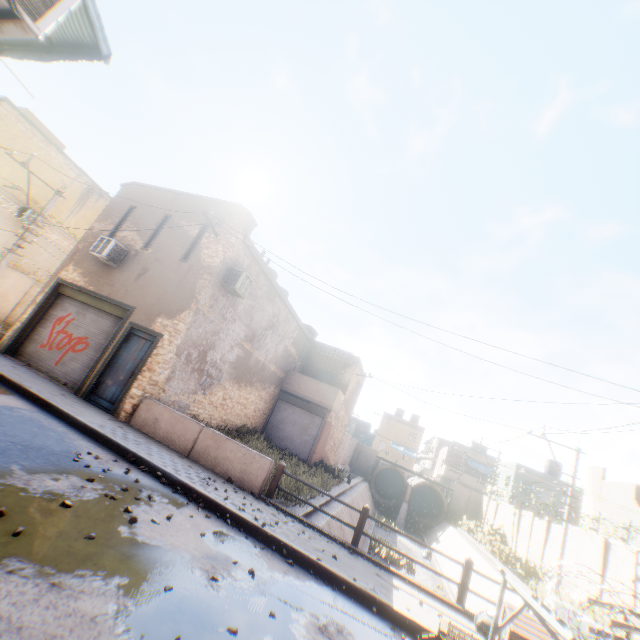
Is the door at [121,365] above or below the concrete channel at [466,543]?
above

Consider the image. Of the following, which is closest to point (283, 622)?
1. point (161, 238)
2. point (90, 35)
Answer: point (90, 35)

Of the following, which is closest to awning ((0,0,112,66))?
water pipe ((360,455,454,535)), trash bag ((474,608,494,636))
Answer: trash bag ((474,608,494,636))

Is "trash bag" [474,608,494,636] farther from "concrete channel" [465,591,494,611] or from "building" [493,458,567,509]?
"building" [493,458,567,509]

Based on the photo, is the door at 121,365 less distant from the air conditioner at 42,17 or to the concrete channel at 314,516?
the air conditioner at 42,17

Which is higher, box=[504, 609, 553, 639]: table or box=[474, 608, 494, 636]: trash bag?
box=[504, 609, 553, 639]: table

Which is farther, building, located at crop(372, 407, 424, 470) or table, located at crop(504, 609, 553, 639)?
building, located at crop(372, 407, 424, 470)

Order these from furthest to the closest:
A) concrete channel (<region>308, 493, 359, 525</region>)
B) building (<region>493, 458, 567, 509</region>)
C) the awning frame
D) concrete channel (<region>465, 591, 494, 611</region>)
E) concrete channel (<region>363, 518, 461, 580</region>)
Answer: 1. building (<region>493, 458, 567, 509</region>)
2. concrete channel (<region>363, 518, 461, 580</region>)
3. concrete channel (<region>465, 591, 494, 611</region>)
4. concrete channel (<region>308, 493, 359, 525</region>)
5. the awning frame
